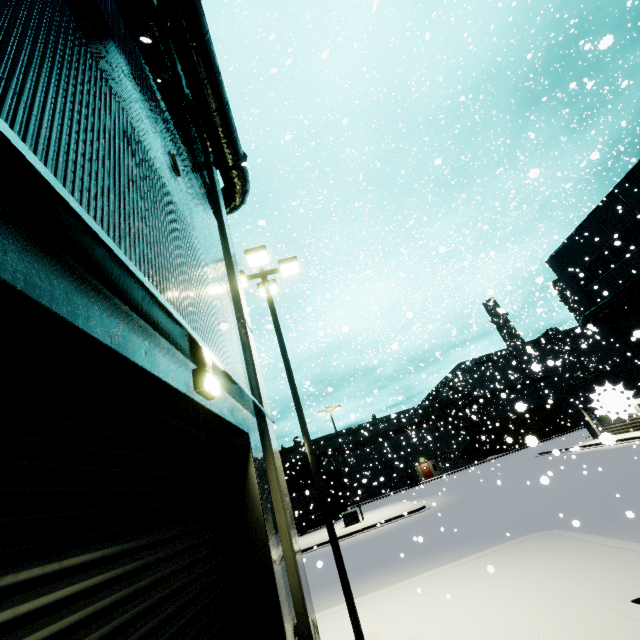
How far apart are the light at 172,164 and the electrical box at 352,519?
29.0 meters

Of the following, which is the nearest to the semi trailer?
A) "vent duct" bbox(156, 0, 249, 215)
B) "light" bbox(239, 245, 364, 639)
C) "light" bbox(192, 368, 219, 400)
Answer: "light" bbox(239, 245, 364, 639)

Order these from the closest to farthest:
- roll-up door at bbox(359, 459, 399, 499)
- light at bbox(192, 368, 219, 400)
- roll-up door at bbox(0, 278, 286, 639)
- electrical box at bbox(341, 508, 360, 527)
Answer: roll-up door at bbox(0, 278, 286, 639) < light at bbox(192, 368, 219, 400) < electrical box at bbox(341, 508, 360, 527) < roll-up door at bbox(359, 459, 399, 499)

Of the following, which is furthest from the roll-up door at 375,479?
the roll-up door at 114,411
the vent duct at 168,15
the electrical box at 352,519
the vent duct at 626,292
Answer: the vent duct at 168,15

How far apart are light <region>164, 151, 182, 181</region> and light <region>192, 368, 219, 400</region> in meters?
3.7 m

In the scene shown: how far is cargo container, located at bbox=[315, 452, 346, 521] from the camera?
38.1m

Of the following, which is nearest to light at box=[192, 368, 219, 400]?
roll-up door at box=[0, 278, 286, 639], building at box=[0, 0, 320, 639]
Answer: roll-up door at box=[0, 278, 286, 639]

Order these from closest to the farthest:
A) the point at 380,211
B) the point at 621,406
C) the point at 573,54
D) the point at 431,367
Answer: the point at 621,406
the point at 573,54
the point at 380,211
the point at 431,367
